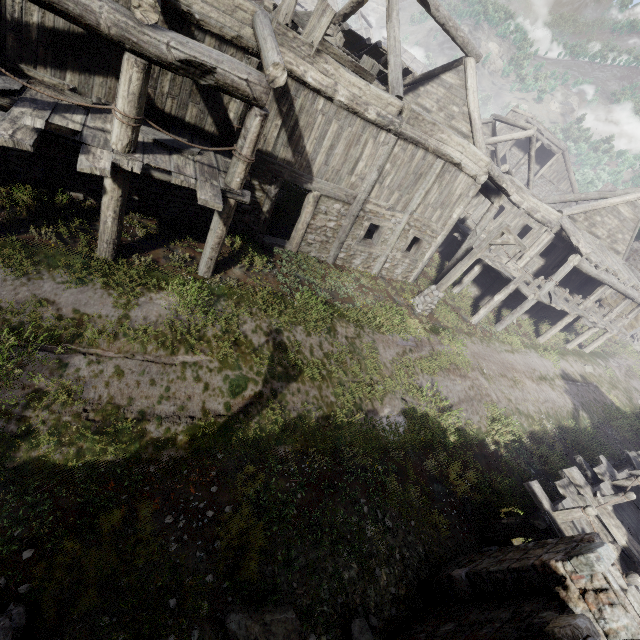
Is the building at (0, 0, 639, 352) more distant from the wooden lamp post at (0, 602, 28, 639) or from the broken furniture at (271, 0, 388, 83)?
the wooden lamp post at (0, 602, 28, 639)

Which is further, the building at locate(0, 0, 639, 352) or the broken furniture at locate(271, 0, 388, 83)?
the broken furniture at locate(271, 0, 388, 83)

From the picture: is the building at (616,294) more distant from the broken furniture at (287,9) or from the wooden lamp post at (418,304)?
the wooden lamp post at (418,304)

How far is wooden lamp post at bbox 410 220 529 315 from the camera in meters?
11.5

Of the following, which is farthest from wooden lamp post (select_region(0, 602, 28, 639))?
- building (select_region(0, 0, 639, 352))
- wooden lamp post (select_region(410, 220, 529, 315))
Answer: wooden lamp post (select_region(410, 220, 529, 315))

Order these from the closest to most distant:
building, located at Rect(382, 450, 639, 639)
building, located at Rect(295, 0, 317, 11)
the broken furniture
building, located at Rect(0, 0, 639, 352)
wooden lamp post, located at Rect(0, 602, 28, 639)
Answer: wooden lamp post, located at Rect(0, 602, 28, 639)
building, located at Rect(382, 450, 639, 639)
building, located at Rect(0, 0, 639, 352)
the broken furniture
building, located at Rect(295, 0, 317, 11)

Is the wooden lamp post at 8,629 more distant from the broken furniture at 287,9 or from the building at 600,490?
the broken furniture at 287,9

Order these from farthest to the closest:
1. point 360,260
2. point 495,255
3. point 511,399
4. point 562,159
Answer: point 562,159, point 495,255, point 360,260, point 511,399
